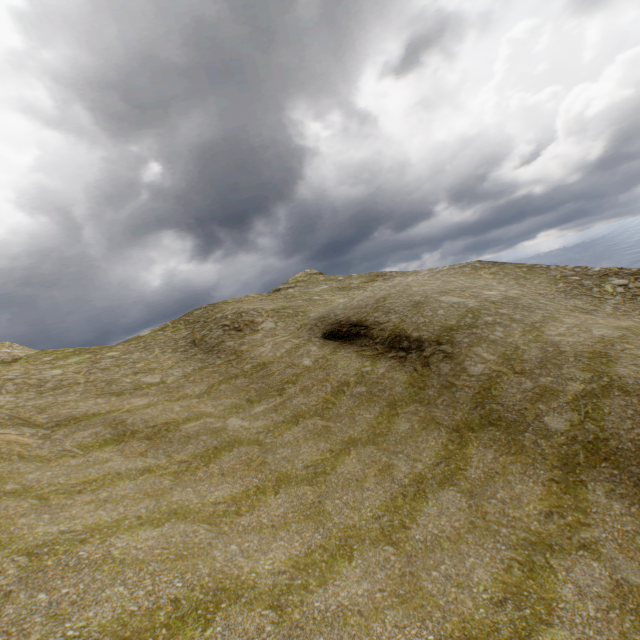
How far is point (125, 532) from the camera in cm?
717
